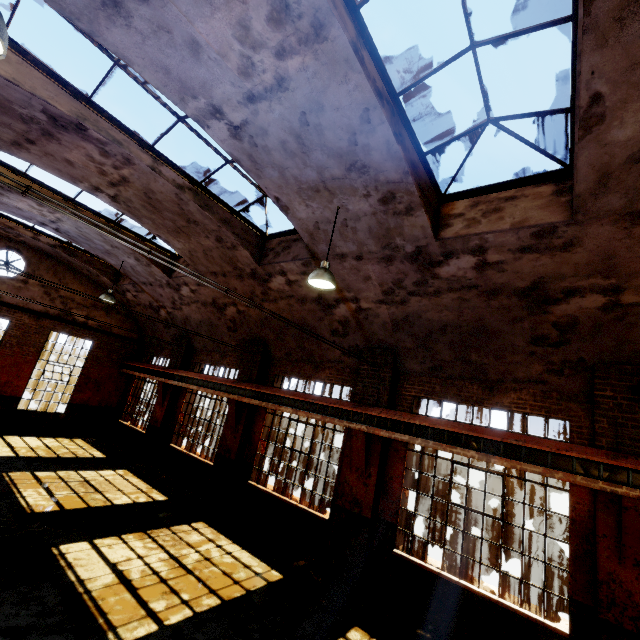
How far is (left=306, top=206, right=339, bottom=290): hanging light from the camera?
5.7 meters

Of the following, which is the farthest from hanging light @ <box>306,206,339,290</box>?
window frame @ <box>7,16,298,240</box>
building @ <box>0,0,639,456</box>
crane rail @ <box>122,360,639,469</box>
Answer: crane rail @ <box>122,360,639,469</box>

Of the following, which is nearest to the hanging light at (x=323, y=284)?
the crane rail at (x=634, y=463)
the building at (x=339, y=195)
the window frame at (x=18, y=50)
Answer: the building at (x=339, y=195)

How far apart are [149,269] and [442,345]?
10.76m

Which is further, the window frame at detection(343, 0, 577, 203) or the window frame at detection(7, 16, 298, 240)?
the window frame at detection(7, 16, 298, 240)

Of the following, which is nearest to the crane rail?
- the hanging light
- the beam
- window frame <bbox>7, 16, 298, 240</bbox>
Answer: the beam

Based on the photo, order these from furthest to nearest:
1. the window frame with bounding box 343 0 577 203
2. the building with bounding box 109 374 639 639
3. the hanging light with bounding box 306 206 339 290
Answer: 1. the hanging light with bounding box 306 206 339 290
2. the building with bounding box 109 374 639 639
3. the window frame with bounding box 343 0 577 203

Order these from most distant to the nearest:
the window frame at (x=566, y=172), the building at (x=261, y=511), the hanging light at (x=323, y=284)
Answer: the hanging light at (x=323, y=284) → the building at (x=261, y=511) → the window frame at (x=566, y=172)
